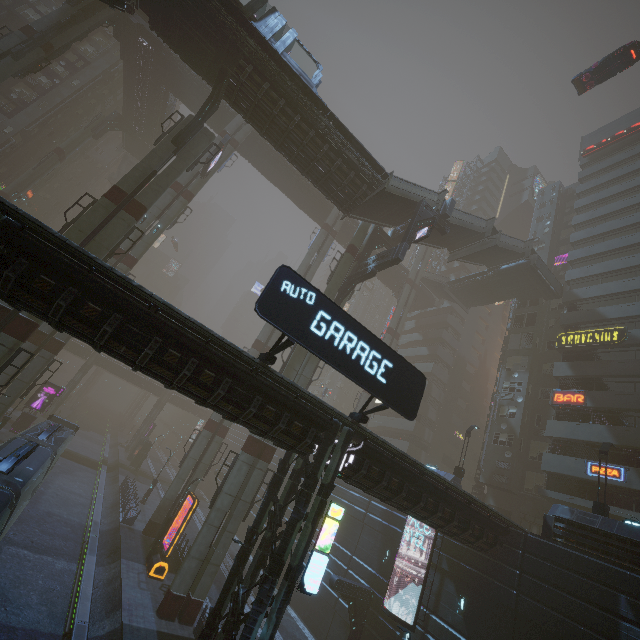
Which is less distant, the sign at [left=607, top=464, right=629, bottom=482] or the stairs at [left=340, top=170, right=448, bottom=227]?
the sign at [left=607, top=464, right=629, bottom=482]

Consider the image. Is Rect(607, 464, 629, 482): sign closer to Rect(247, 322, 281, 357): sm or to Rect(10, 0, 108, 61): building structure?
Rect(247, 322, 281, 357): sm

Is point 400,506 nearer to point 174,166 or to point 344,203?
point 344,203

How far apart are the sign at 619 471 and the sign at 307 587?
22.7 meters

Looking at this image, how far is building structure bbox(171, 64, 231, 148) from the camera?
20.67m

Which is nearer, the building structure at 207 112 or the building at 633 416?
the building structure at 207 112

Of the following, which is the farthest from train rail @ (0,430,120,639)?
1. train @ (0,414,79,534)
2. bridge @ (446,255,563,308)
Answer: bridge @ (446,255,563,308)

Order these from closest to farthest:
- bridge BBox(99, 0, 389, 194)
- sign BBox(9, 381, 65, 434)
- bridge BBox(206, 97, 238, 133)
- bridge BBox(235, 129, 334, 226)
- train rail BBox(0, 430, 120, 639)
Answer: train rail BBox(0, 430, 120, 639) → bridge BBox(99, 0, 389, 194) → sign BBox(9, 381, 65, 434) → bridge BBox(206, 97, 238, 133) → bridge BBox(235, 129, 334, 226)
